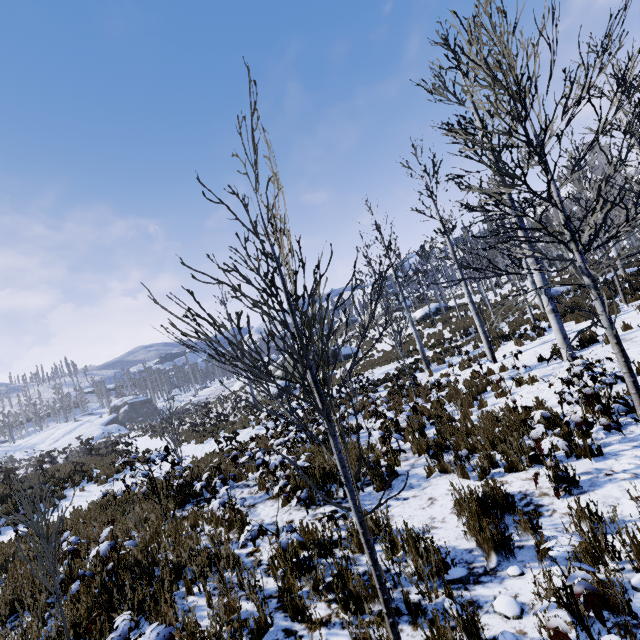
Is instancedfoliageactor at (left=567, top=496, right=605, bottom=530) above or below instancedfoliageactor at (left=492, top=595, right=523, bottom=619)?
above

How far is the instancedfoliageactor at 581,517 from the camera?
2.9m

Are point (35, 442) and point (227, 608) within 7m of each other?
no

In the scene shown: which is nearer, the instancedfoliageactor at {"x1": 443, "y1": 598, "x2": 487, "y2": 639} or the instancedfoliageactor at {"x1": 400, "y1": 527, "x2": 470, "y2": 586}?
the instancedfoliageactor at {"x1": 443, "y1": 598, "x2": 487, "y2": 639}

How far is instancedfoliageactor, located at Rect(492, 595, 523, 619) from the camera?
2.6 meters

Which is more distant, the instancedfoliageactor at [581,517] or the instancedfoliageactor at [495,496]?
the instancedfoliageactor at [581,517]
